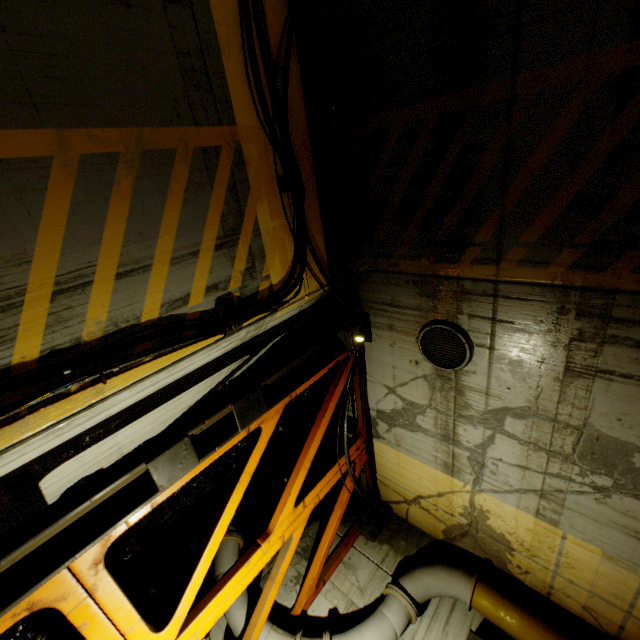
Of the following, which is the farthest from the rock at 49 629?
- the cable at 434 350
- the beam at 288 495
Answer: the cable at 434 350

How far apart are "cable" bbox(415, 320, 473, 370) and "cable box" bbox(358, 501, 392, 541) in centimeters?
434cm

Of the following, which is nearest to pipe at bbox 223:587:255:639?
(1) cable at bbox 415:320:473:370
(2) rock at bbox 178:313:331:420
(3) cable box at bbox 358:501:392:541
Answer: (2) rock at bbox 178:313:331:420

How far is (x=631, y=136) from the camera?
2.8 meters

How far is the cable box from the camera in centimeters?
708cm

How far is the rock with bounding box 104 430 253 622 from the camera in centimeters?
509cm

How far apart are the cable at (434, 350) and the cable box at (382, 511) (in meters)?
4.34
